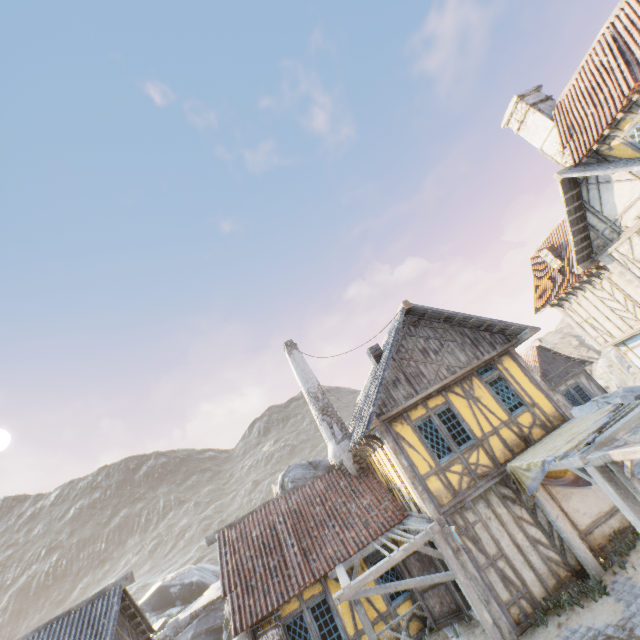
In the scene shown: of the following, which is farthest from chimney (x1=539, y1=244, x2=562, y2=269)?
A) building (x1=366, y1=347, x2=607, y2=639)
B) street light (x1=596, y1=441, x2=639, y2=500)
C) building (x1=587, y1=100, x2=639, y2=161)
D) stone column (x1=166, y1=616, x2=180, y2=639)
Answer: stone column (x1=166, y1=616, x2=180, y2=639)

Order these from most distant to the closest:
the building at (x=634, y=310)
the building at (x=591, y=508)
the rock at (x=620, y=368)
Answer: the rock at (x=620, y=368), the building at (x=634, y=310), the building at (x=591, y=508)

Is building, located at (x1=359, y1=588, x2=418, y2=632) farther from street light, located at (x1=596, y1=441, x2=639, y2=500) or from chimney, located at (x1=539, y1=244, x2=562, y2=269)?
chimney, located at (x1=539, y1=244, x2=562, y2=269)

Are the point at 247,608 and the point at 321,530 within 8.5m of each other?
yes

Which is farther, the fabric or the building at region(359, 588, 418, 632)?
the building at region(359, 588, 418, 632)

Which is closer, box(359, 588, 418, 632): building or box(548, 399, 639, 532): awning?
box(548, 399, 639, 532): awning

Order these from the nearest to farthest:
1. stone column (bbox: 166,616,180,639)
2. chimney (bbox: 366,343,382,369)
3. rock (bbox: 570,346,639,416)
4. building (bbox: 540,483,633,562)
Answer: building (bbox: 540,483,633,562) → chimney (bbox: 366,343,382,369) → rock (bbox: 570,346,639,416) → stone column (bbox: 166,616,180,639)

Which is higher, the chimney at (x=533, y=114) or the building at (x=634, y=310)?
the chimney at (x=533, y=114)
